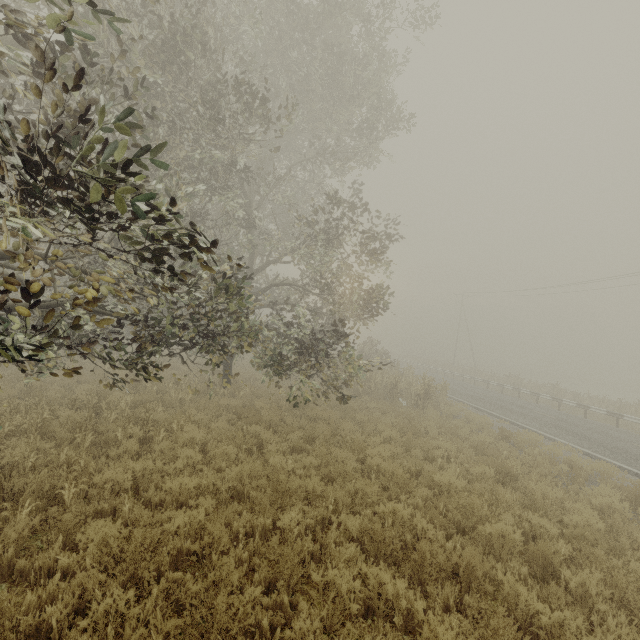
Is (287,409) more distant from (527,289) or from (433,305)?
(433,305)
